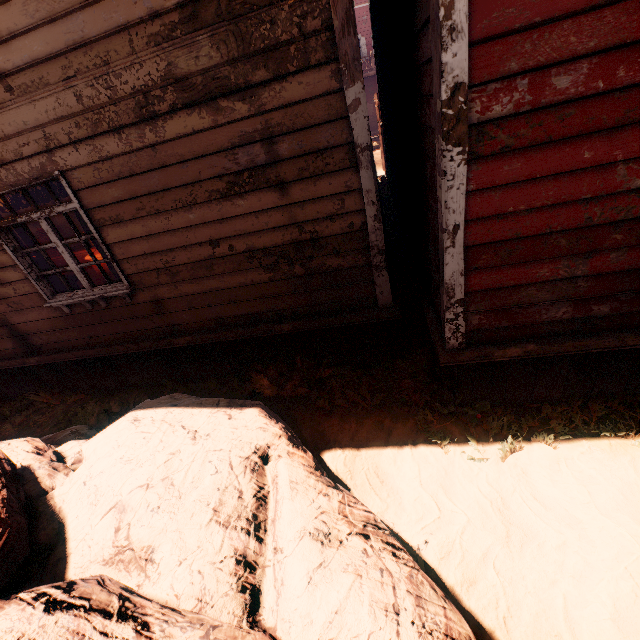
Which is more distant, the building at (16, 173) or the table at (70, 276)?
the table at (70, 276)

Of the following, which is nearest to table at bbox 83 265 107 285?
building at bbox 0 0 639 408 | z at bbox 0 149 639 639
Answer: building at bbox 0 0 639 408

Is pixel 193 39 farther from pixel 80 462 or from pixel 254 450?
pixel 80 462

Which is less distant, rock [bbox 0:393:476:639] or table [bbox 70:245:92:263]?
rock [bbox 0:393:476:639]

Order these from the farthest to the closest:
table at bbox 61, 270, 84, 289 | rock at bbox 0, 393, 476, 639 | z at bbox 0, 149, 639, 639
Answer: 1. table at bbox 61, 270, 84, 289
2. z at bbox 0, 149, 639, 639
3. rock at bbox 0, 393, 476, 639

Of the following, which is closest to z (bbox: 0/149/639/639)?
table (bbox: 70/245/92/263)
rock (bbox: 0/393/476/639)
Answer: rock (bbox: 0/393/476/639)

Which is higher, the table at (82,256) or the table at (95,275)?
the table at (82,256)
